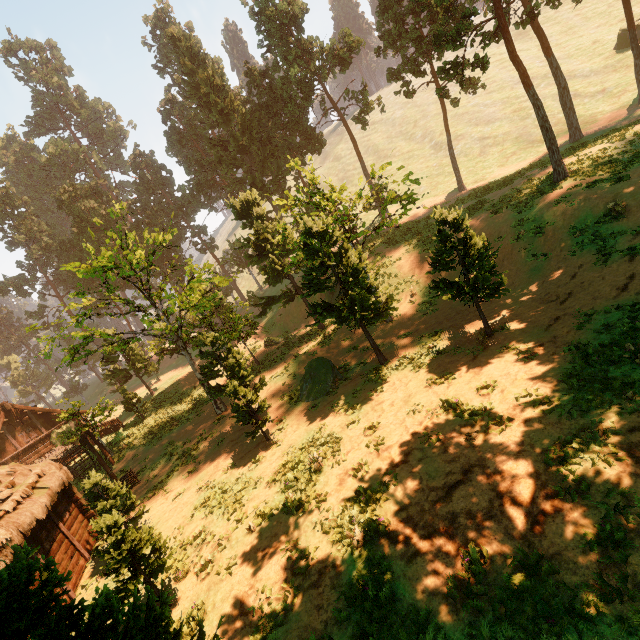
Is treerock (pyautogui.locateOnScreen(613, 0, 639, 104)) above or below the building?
above

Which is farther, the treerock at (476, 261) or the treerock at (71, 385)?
the treerock at (71, 385)

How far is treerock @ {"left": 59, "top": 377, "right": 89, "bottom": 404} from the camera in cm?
5384

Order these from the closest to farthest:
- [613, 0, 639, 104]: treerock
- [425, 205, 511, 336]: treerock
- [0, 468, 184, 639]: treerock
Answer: [0, 468, 184, 639]: treerock
[425, 205, 511, 336]: treerock
[613, 0, 639, 104]: treerock

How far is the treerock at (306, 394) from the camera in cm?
1816

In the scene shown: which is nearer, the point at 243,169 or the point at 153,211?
the point at 243,169
